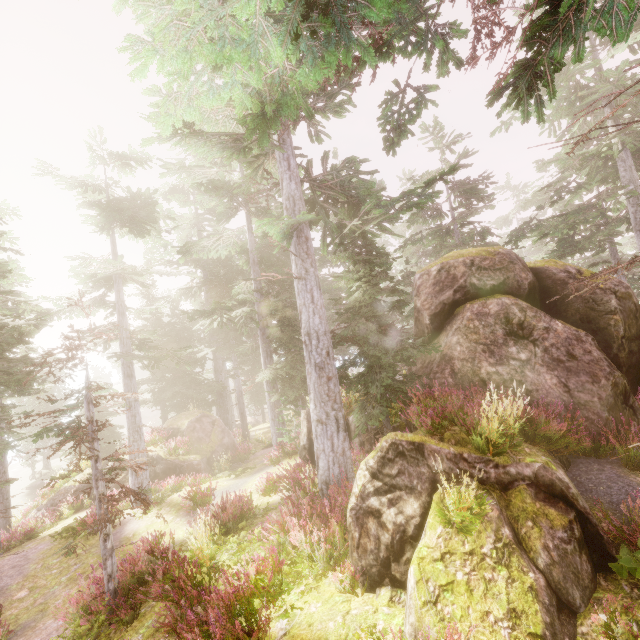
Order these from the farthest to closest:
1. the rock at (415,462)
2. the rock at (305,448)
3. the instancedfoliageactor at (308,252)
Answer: the rock at (305,448) < the instancedfoliageactor at (308,252) < the rock at (415,462)

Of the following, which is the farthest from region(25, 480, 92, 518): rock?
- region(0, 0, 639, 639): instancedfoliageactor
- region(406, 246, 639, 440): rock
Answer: region(406, 246, 639, 440): rock

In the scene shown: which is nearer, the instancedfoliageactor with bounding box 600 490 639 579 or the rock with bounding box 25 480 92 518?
the instancedfoliageactor with bounding box 600 490 639 579

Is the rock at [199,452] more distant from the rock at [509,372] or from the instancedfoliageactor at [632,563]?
the rock at [509,372]

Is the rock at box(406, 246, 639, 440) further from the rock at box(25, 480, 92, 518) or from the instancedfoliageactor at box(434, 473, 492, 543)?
the rock at box(25, 480, 92, 518)

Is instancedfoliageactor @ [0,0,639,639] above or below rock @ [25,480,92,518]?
above

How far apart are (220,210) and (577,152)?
17.39m
